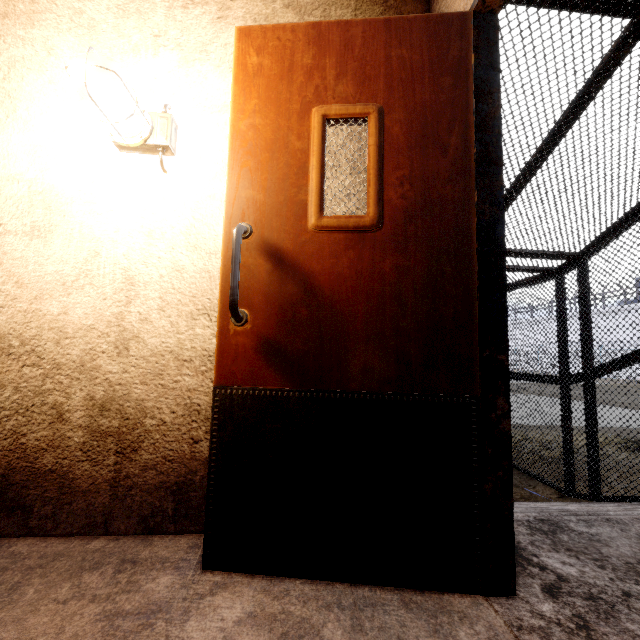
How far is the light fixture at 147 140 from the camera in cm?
129

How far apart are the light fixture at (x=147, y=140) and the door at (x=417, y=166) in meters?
0.3

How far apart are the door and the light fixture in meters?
0.3 m

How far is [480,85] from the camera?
1.3m

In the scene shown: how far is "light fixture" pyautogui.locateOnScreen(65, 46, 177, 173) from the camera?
1.29m

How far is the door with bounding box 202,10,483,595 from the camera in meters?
1.1 m
